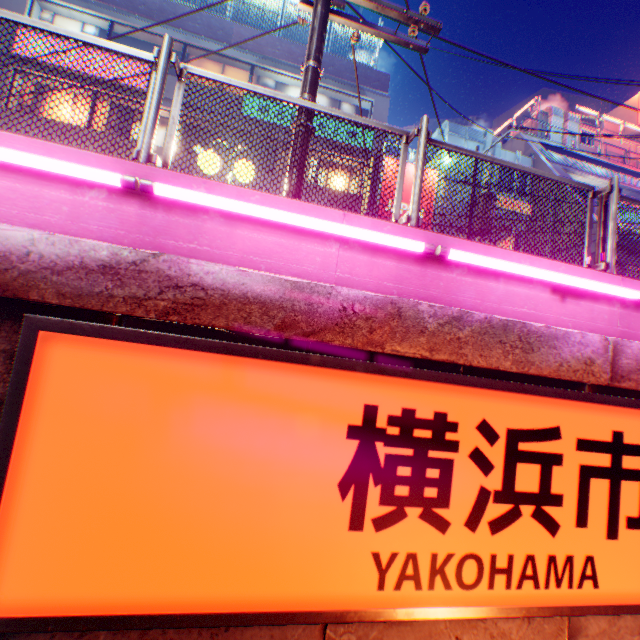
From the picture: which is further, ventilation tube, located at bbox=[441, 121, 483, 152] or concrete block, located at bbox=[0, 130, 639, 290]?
ventilation tube, located at bbox=[441, 121, 483, 152]

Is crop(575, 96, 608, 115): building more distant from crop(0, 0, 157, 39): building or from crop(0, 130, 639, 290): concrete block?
crop(0, 130, 639, 290): concrete block

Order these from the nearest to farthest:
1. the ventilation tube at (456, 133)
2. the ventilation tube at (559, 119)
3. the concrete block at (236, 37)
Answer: the concrete block at (236, 37), the ventilation tube at (456, 133), the ventilation tube at (559, 119)

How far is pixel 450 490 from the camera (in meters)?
2.27

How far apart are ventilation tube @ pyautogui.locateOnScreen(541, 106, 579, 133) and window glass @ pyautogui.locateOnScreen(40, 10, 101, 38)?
28.0m

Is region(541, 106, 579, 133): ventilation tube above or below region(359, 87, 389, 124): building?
above

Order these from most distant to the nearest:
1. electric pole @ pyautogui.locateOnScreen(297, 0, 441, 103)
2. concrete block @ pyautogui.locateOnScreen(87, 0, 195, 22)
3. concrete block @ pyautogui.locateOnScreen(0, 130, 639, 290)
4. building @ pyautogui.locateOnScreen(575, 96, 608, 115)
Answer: building @ pyautogui.locateOnScreen(575, 96, 608, 115), concrete block @ pyautogui.locateOnScreen(87, 0, 195, 22), electric pole @ pyautogui.locateOnScreen(297, 0, 441, 103), concrete block @ pyautogui.locateOnScreen(0, 130, 639, 290)

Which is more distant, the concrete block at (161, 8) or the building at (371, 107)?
the building at (371, 107)
